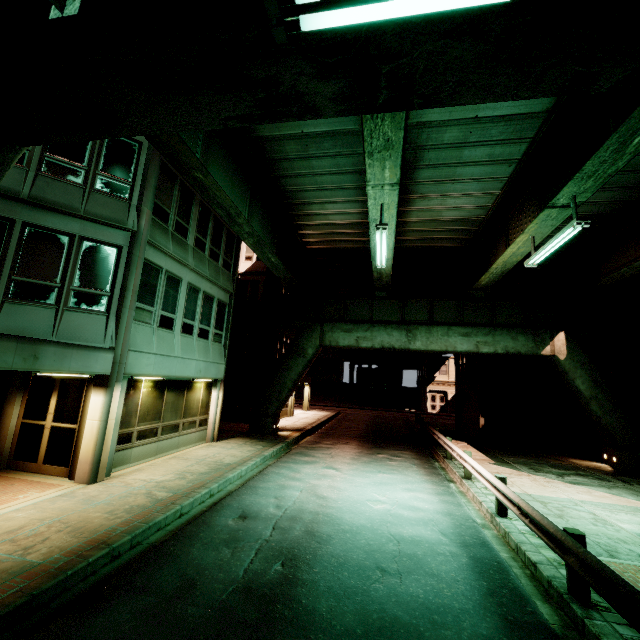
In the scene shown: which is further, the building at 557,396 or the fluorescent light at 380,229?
the building at 557,396

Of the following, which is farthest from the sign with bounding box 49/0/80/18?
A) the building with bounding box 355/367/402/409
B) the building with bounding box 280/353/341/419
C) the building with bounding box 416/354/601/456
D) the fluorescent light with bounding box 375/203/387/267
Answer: the building with bounding box 280/353/341/419

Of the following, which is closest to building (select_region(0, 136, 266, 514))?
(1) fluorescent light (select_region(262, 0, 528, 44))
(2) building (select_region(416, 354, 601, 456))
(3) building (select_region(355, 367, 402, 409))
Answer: (1) fluorescent light (select_region(262, 0, 528, 44))

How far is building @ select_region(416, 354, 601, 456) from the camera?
19.5 meters

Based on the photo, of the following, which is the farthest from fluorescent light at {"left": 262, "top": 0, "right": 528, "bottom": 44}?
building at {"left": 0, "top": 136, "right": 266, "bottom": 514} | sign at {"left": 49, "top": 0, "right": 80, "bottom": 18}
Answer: building at {"left": 0, "top": 136, "right": 266, "bottom": 514}

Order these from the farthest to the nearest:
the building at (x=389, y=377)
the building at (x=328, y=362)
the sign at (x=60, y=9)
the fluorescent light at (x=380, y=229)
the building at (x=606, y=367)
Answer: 1. the building at (x=389, y=377)
2. the building at (x=328, y=362)
3. the building at (x=606, y=367)
4. the fluorescent light at (x=380, y=229)
5. the sign at (x=60, y=9)

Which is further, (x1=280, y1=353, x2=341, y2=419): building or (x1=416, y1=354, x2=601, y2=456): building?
(x1=280, y1=353, x2=341, y2=419): building

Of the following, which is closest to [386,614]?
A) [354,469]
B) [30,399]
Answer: [354,469]
